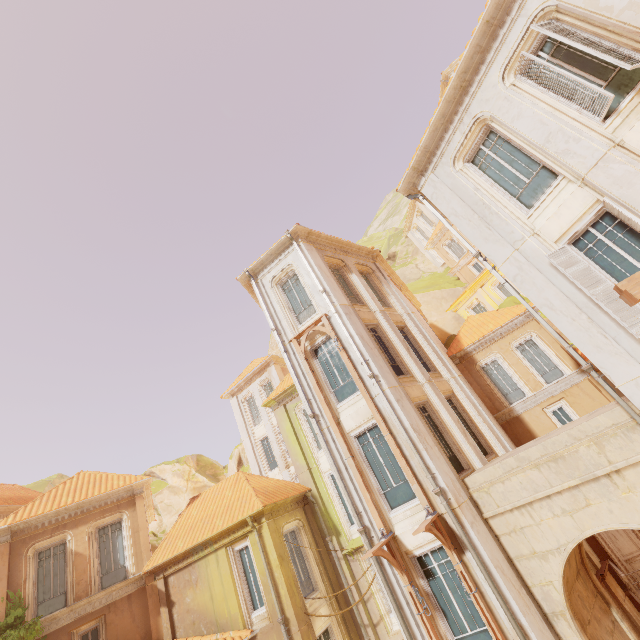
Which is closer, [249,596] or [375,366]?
[375,366]

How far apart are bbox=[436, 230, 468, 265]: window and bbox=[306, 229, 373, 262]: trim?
17.3m

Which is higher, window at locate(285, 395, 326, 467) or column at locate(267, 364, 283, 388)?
column at locate(267, 364, 283, 388)

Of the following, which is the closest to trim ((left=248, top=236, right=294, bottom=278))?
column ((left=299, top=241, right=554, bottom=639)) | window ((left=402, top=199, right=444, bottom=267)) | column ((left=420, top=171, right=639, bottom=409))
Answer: column ((left=299, top=241, right=554, bottom=639))

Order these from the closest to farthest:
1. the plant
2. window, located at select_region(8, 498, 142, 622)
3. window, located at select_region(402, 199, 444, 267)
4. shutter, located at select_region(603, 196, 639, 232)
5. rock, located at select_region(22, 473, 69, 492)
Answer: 1. shutter, located at select_region(603, 196, 639, 232)
2. the plant
3. window, located at select_region(8, 498, 142, 622)
4. window, located at select_region(402, 199, 444, 267)
5. rock, located at select_region(22, 473, 69, 492)

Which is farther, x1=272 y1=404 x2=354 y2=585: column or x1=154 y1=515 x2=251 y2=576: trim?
x1=272 y1=404 x2=354 y2=585: column

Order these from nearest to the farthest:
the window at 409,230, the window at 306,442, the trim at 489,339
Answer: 1. the window at 306,442
2. the trim at 489,339
3. the window at 409,230

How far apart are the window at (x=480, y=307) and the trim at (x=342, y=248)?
14.9 meters
